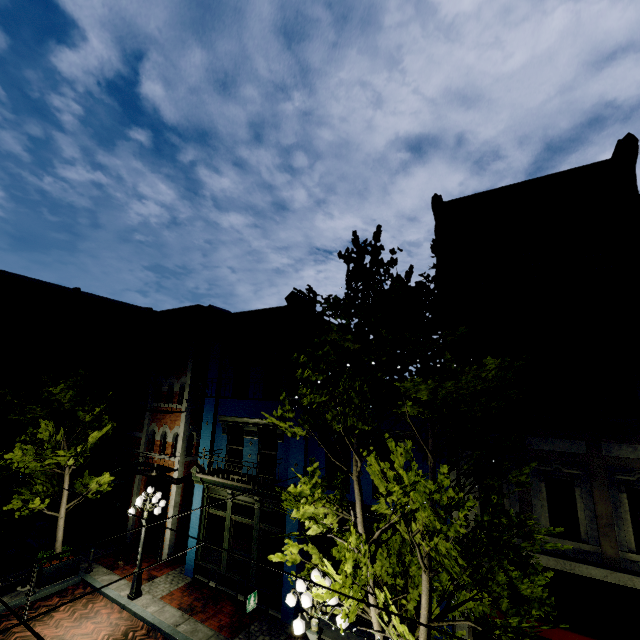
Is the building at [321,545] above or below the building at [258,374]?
below

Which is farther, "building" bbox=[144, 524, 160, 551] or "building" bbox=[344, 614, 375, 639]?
"building" bbox=[144, 524, 160, 551]

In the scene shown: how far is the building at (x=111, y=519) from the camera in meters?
16.2 m

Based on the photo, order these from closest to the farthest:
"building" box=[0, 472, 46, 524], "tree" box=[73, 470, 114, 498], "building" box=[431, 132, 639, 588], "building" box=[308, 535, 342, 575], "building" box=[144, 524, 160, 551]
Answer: "building" box=[431, 132, 639, 588]
"building" box=[308, 535, 342, 575]
"tree" box=[73, 470, 114, 498]
"building" box=[144, 524, 160, 551]
"building" box=[0, 472, 46, 524]

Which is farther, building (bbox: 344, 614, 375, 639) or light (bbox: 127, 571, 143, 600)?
light (bbox: 127, 571, 143, 600)

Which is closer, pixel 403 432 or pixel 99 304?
pixel 403 432

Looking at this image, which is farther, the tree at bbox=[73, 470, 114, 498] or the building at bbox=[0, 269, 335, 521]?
the tree at bbox=[73, 470, 114, 498]

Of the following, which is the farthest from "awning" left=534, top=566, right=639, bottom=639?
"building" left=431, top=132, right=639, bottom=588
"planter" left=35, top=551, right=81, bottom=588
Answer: "planter" left=35, top=551, right=81, bottom=588
